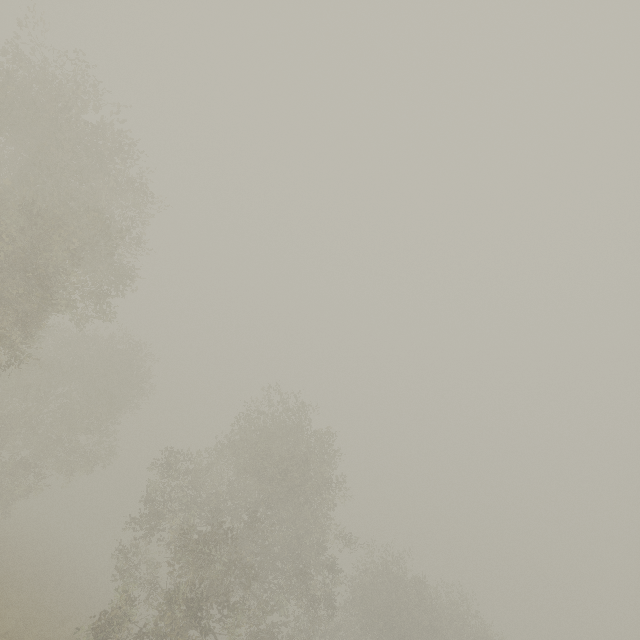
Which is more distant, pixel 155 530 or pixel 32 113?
pixel 155 530
